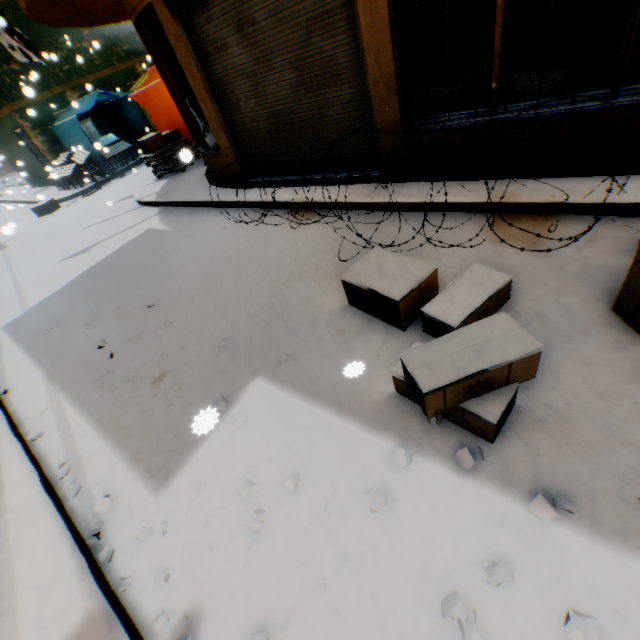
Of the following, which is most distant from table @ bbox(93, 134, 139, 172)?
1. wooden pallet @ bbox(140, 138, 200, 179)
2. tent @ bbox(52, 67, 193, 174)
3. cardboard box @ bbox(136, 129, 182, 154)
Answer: cardboard box @ bbox(136, 129, 182, 154)

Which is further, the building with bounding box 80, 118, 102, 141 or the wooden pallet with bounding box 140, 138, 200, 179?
the building with bounding box 80, 118, 102, 141

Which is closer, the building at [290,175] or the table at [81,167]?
the building at [290,175]

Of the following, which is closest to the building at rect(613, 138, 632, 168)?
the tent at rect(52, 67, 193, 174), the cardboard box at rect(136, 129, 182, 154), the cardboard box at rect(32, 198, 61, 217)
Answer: the tent at rect(52, 67, 193, 174)

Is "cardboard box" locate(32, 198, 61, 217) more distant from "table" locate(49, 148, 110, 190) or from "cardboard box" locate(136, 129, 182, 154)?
"cardboard box" locate(136, 129, 182, 154)

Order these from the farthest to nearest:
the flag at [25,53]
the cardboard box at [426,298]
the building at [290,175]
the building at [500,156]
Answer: the flag at [25,53]
the building at [290,175]
the building at [500,156]
the cardboard box at [426,298]

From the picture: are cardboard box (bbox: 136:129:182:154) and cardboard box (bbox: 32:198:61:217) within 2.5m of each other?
no

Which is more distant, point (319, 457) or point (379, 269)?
point (379, 269)
